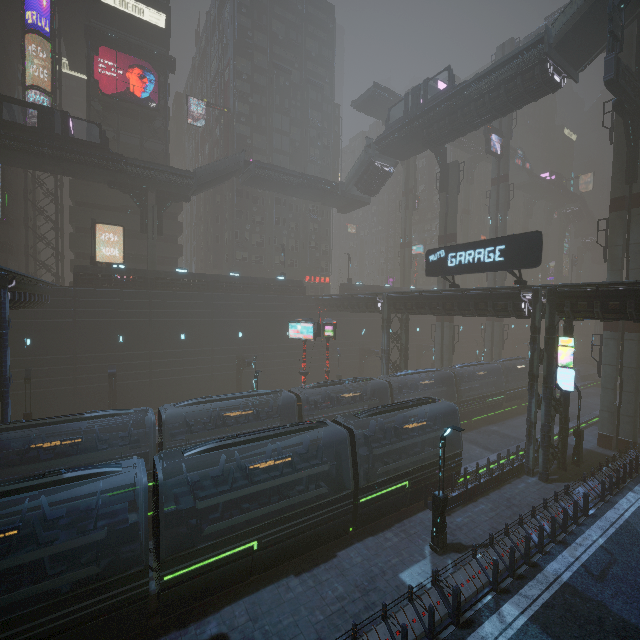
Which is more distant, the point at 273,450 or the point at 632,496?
the point at 273,450

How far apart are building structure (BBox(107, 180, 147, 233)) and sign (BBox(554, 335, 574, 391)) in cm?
3745

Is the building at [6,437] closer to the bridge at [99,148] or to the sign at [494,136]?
the bridge at [99,148]

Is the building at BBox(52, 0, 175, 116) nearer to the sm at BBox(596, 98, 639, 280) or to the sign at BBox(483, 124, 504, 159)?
the sm at BBox(596, 98, 639, 280)

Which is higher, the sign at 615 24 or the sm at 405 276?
the sign at 615 24

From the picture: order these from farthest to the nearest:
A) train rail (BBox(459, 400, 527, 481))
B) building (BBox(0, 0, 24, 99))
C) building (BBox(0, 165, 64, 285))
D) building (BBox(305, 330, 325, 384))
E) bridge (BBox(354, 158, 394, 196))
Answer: building (BBox(305, 330, 325, 384)), bridge (BBox(354, 158, 394, 196)), building (BBox(0, 0, 24, 99)), building (BBox(0, 165, 64, 285)), train rail (BBox(459, 400, 527, 481))

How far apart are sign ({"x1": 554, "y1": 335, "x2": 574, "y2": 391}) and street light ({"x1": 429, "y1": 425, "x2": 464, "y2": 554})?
10.2m

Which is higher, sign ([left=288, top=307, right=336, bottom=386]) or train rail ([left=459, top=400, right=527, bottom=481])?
sign ([left=288, top=307, right=336, bottom=386])
